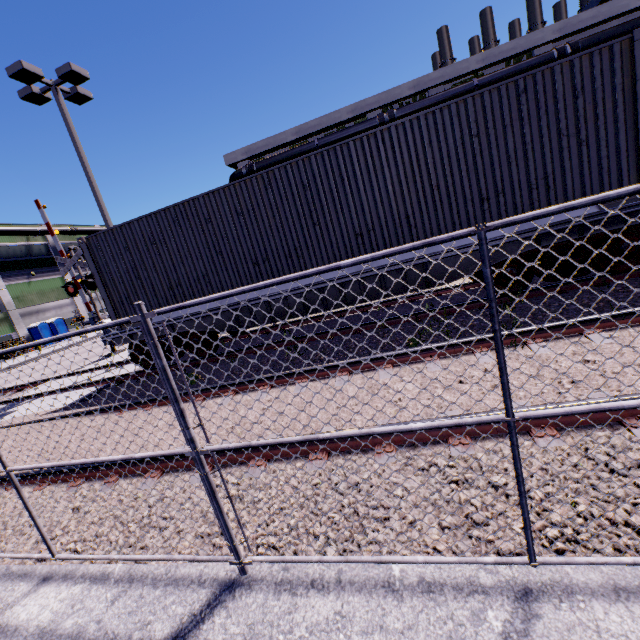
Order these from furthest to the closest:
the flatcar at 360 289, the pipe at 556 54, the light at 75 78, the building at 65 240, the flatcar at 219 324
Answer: the building at 65 240 → the pipe at 556 54 → the light at 75 78 → the flatcar at 219 324 → the flatcar at 360 289

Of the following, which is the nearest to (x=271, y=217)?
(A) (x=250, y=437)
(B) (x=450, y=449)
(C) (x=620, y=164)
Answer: (A) (x=250, y=437)

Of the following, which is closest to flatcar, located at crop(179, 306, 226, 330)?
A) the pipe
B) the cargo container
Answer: the cargo container

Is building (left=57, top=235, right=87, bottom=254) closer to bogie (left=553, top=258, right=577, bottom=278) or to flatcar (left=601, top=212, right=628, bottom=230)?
flatcar (left=601, top=212, right=628, bottom=230)

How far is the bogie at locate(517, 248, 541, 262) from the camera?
6.25m

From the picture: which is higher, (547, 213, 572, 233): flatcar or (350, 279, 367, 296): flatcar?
(547, 213, 572, 233): flatcar

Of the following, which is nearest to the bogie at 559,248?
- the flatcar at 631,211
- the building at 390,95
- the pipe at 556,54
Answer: the flatcar at 631,211

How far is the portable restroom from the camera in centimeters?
3777cm
